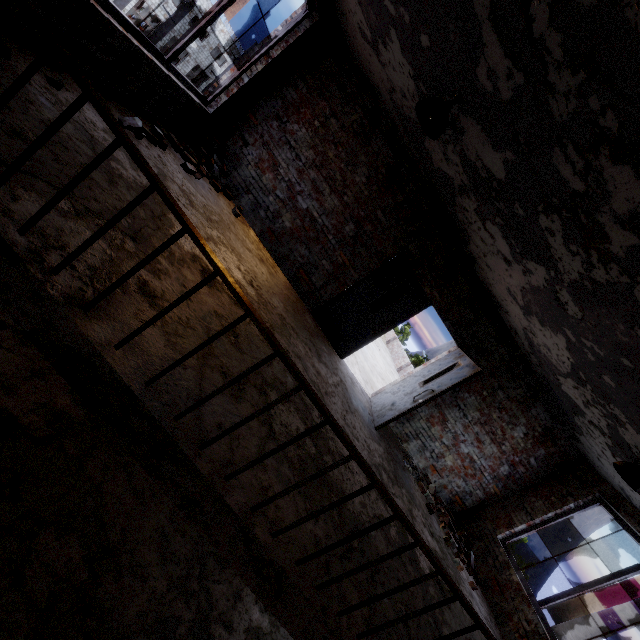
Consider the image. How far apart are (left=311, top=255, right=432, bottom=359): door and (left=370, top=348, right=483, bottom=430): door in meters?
1.1

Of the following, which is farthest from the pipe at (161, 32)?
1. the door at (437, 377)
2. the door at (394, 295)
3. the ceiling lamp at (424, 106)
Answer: the door at (437, 377)

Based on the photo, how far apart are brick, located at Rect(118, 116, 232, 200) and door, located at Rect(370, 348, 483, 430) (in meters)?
5.11

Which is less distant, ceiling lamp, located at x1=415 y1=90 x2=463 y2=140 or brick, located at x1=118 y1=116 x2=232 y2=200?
ceiling lamp, located at x1=415 y1=90 x2=463 y2=140

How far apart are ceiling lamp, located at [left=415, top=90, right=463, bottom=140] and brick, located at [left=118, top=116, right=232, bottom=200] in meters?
3.5

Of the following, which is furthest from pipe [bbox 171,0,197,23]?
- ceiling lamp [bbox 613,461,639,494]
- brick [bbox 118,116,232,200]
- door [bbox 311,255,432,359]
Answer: ceiling lamp [bbox 613,461,639,494]

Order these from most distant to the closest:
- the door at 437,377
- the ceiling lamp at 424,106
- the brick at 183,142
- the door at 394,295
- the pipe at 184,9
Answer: the pipe at 184,9 < the door at 394,295 < the door at 437,377 < the brick at 183,142 < the ceiling lamp at 424,106

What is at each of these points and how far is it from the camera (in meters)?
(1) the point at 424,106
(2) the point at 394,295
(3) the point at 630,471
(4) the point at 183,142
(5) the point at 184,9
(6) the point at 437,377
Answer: (1) ceiling lamp, 3.46
(2) door, 6.42
(3) ceiling lamp, 4.12
(4) brick, 5.27
(5) pipe, 24.66
(6) door, 6.19
